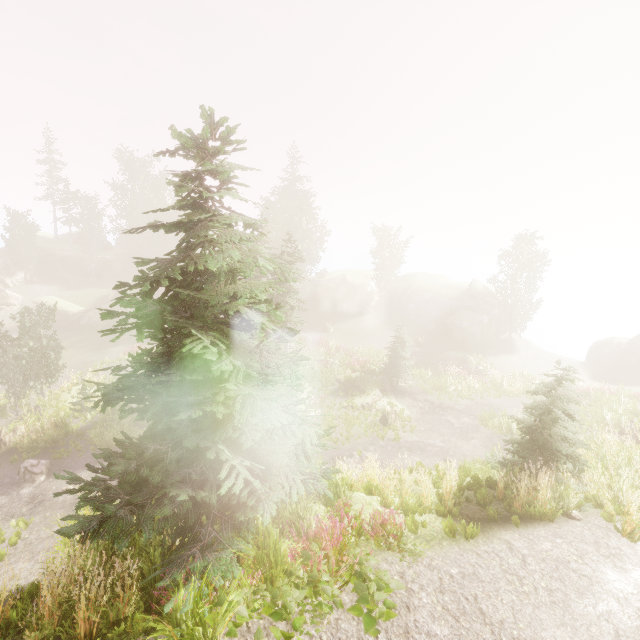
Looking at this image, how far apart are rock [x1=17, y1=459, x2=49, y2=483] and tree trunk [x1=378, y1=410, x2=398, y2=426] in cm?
1748

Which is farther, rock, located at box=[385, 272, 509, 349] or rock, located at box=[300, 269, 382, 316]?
rock, located at box=[300, 269, 382, 316]

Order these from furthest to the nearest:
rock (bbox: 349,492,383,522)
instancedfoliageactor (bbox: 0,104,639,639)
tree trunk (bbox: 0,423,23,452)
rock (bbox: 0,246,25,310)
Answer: rock (bbox: 0,246,25,310) < tree trunk (bbox: 0,423,23,452) < rock (bbox: 349,492,383,522) < instancedfoliageactor (bbox: 0,104,639,639)

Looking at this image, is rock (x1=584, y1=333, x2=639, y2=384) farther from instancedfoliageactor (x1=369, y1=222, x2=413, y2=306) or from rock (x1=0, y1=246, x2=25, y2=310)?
rock (x1=0, y1=246, x2=25, y2=310)

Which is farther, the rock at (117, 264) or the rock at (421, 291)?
the rock at (117, 264)

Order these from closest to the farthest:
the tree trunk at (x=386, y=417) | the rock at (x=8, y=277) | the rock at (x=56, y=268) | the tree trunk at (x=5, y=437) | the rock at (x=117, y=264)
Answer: the tree trunk at (x=5, y=437), the tree trunk at (x=386, y=417), the rock at (x=8, y=277), the rock at (x=56, y=268), the rock at (x=117, y=264)

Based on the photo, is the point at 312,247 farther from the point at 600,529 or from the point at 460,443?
the point at 600,529

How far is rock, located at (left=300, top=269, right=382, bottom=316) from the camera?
43.3m
